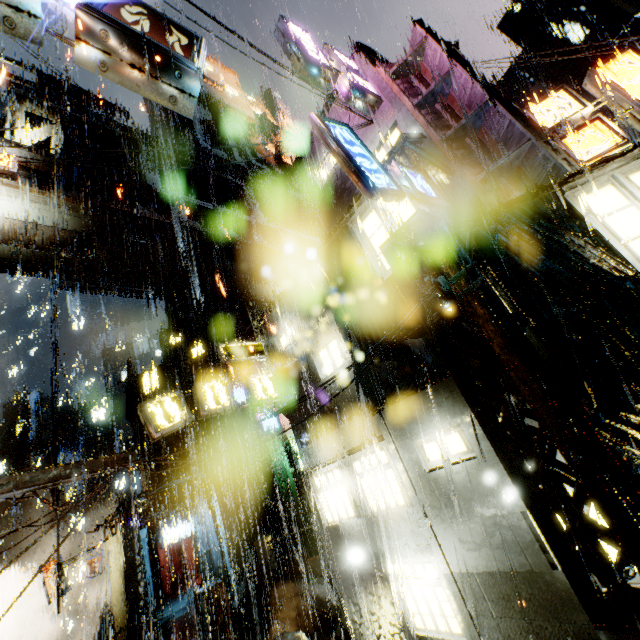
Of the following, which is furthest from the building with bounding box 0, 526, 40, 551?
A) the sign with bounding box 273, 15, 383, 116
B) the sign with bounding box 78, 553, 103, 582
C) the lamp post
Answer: the lamp post

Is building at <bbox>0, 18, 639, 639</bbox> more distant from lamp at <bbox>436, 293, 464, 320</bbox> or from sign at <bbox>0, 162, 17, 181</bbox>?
lamp at <bbox>436, 293, 464, 320</bbox>

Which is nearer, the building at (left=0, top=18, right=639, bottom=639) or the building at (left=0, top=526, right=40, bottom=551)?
the building at (left=0, top=18, right=639, bottom=639)

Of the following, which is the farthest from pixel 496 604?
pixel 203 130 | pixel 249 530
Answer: pixel 203 130

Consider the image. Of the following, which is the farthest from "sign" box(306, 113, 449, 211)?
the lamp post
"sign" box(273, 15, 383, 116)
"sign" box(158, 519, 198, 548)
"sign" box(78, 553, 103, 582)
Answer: "sign" box(78, 553, 103, 582)

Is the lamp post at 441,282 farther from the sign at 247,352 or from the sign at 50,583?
the sign at 50,583

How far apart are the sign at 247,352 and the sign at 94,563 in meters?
21.0 m

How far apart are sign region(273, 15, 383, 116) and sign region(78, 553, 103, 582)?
31.7m
